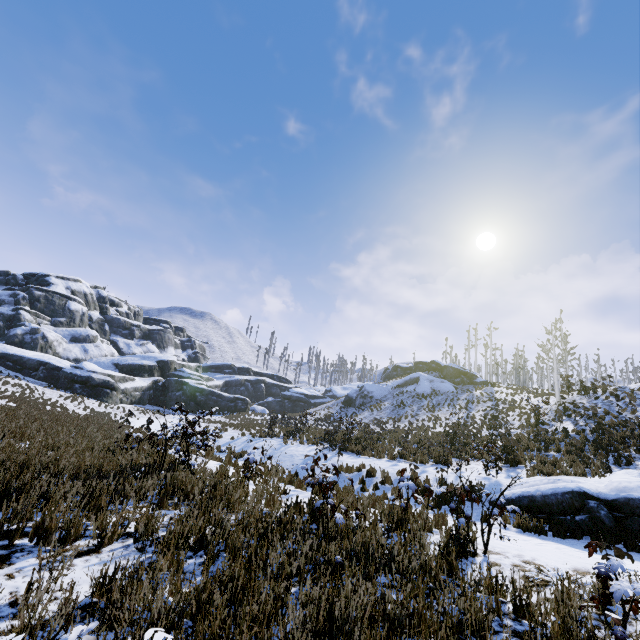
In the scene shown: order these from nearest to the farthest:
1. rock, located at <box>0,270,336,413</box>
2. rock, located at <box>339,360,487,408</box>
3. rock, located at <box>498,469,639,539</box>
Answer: rock, located at <box>498,469,639,539</box> < rock, located at <box>0,270,336,413</box> < rock, located at <box>339,360,487,408</box>

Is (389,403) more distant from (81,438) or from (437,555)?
(437,555)

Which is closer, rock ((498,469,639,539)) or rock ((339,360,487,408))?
rock ((498,469,639,539))

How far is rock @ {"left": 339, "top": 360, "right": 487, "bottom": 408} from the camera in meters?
41.4 m

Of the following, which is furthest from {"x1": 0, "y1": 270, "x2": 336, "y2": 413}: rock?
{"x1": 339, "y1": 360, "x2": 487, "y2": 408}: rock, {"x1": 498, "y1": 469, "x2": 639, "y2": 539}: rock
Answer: {"x1": 498, "y1": 469, "x2": 639, "y2": 539}: rock

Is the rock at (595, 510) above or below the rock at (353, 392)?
below

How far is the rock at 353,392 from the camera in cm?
4141
